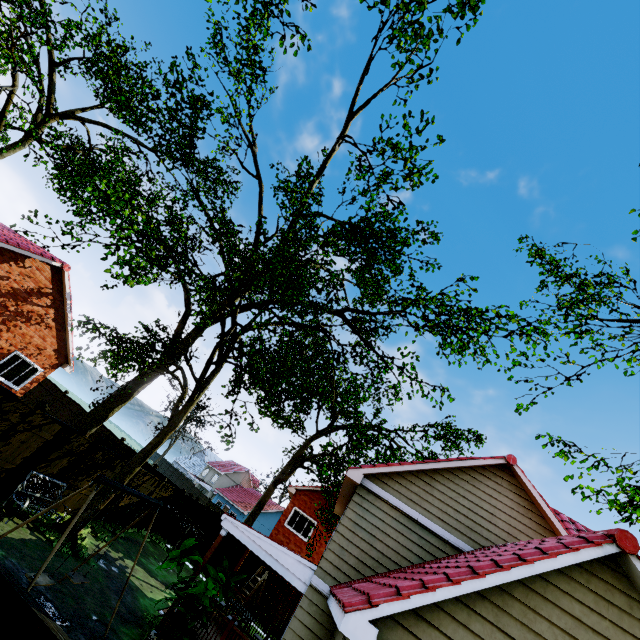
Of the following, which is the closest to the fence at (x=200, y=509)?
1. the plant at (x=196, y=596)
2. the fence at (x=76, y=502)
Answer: the fence at (x=76, y=502)

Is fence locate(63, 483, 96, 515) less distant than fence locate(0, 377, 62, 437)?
No

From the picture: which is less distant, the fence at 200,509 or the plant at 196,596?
the plant at 196,596

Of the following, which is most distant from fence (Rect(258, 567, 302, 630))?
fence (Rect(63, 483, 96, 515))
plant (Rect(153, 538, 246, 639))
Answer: plant (Rect(153, 538, 246, 639))

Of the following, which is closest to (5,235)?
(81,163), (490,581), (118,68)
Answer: (490,581)

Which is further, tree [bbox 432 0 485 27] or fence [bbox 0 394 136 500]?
tree [bbox 432 0 485 27]

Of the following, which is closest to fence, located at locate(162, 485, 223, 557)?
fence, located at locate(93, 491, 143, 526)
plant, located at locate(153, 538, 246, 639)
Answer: fence, located at locate(93, 491, 143, 526)

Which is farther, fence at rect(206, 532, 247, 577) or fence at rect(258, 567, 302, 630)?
fence at rect(206, 532, 247, 577)
